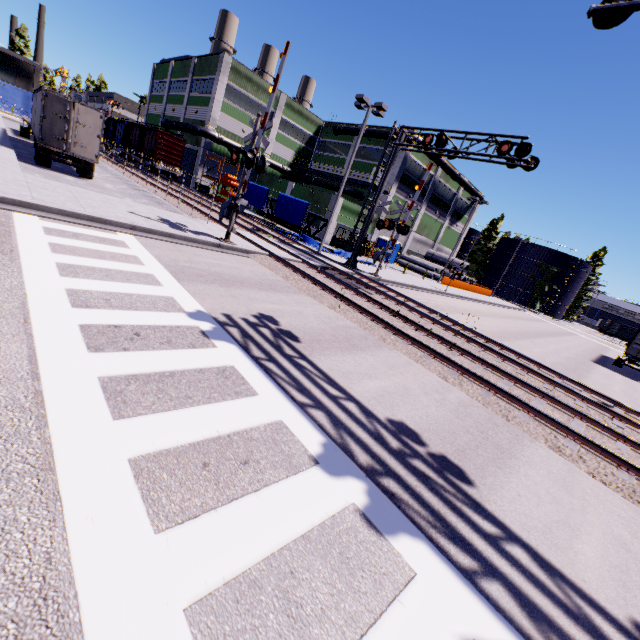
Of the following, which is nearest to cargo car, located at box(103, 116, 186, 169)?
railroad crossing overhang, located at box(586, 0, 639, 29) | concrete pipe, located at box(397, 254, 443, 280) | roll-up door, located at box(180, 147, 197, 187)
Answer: roll-up door, located at box(180, 147, 197, 187)

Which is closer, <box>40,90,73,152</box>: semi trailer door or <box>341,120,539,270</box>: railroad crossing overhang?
<box>341,120,539,270</box>: railroad crossing overhang

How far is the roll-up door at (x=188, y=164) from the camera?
40.41m

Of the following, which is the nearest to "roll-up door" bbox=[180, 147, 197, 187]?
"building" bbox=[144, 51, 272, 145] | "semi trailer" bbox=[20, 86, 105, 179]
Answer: "building" bbox=[144, 51, 272, 145]

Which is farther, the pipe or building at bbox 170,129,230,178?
building at bbox 170,129,230,178

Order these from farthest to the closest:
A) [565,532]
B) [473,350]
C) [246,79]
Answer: [246,79] < [473,350] < [565,532]

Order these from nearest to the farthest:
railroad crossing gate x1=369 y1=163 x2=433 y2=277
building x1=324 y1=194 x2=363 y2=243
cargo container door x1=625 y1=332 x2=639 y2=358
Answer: railroad crossing gate x1=369 y1=163 x2=433 y2=277
cargo container door x1=625 y1=332 x2=639 y2=358
building x1=324 y1=194 x2=363 y2=243

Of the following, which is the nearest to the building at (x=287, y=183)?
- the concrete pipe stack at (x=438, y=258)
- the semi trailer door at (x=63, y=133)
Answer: the concrete pipe stack at (x=438, y=258)
